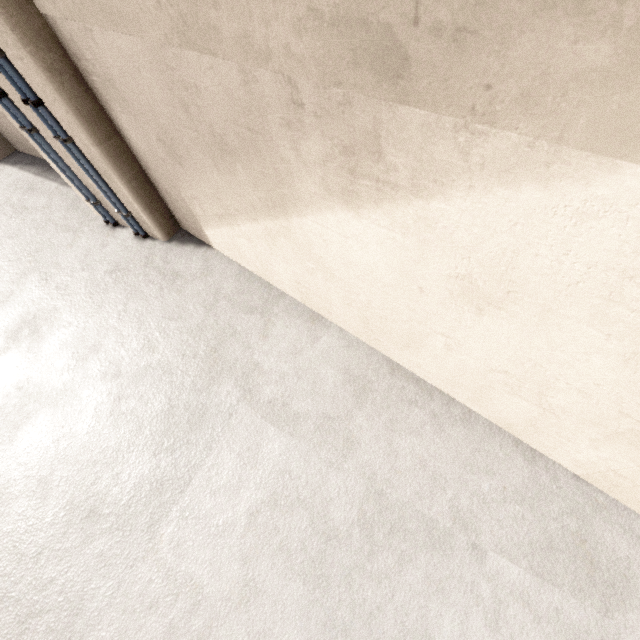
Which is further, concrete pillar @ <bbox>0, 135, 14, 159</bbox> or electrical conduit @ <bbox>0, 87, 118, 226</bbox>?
concrete pillar @ <bbox>0, 135, 14, 159</bbox>

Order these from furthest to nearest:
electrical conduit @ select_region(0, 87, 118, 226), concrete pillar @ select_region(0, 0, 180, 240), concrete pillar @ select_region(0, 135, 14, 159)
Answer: concrete pillar @ select_region(0, 135, 14, 159)
electrical conduit @ select_region(0, 87, 118, 226)
concrete pillar @ select_region(0, 0, 180, 240)

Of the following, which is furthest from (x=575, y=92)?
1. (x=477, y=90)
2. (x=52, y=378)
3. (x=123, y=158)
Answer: (x=52, y=378)

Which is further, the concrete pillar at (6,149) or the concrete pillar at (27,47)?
the concrete pillar at (6,149)

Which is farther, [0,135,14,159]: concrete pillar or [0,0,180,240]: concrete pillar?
[0,135,14,159]: concrete pillar

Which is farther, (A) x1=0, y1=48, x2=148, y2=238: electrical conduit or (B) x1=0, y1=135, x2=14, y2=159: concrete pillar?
(B) x1=0, y1=135, x2=14, y2=159: concrete pillar

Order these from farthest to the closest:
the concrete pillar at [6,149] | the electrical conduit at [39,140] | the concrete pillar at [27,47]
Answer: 1. the concrete pillar at [6,149]
2. the electrical conduit at [39,140]
3. the concrete pillar at [27,47]
